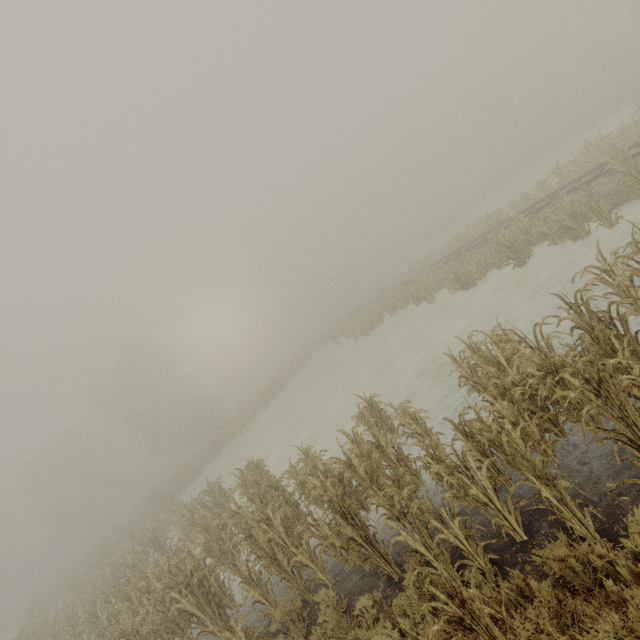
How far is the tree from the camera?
50.3 meters

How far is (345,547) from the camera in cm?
608

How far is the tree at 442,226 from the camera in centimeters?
5031cm
